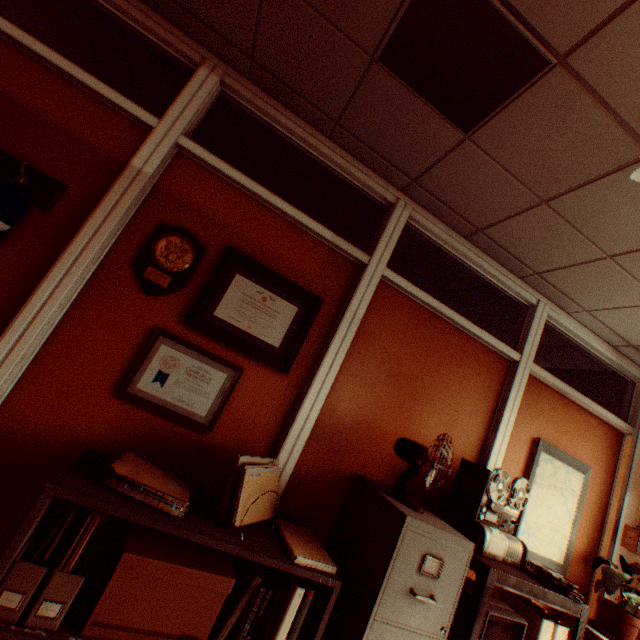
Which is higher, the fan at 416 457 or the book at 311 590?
the fan at 416 457

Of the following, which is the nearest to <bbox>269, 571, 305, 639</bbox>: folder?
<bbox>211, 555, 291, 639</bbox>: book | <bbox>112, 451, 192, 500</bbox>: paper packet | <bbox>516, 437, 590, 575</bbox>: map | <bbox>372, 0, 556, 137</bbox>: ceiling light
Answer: <bbox>211, 555, 291, 639</bbox>: book

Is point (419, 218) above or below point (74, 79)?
above

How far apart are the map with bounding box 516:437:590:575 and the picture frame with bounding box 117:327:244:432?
2.60m

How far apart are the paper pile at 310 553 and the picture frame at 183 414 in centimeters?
69cm

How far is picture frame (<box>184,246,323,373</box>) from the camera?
2.1m

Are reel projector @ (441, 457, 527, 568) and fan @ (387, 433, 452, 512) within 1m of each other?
yes

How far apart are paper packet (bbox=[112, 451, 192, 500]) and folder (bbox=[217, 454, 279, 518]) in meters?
0.2 m
